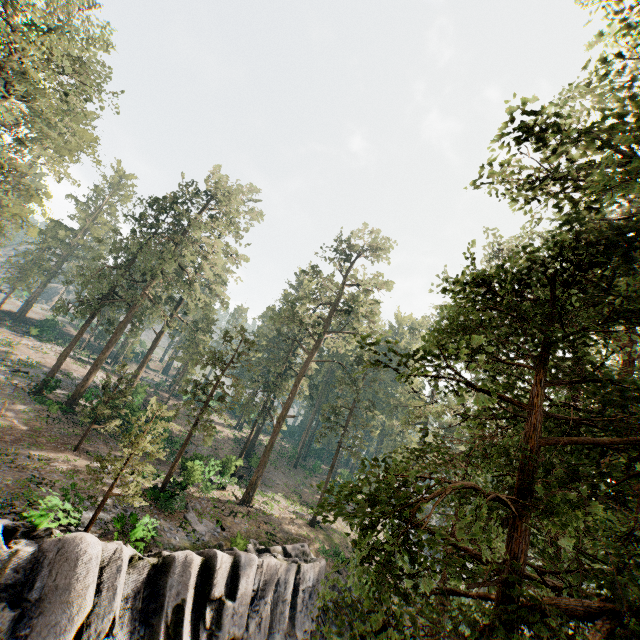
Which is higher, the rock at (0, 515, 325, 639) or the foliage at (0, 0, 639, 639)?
the foliage at (0, 0, 639, 639)

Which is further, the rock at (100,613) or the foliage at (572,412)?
the rock at (100,613)

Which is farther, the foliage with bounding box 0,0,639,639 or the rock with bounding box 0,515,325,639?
the rock with bounding box 0,515,325,639

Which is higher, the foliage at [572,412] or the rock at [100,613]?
the foliage at [572,412]

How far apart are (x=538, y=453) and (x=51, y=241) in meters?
70.3
